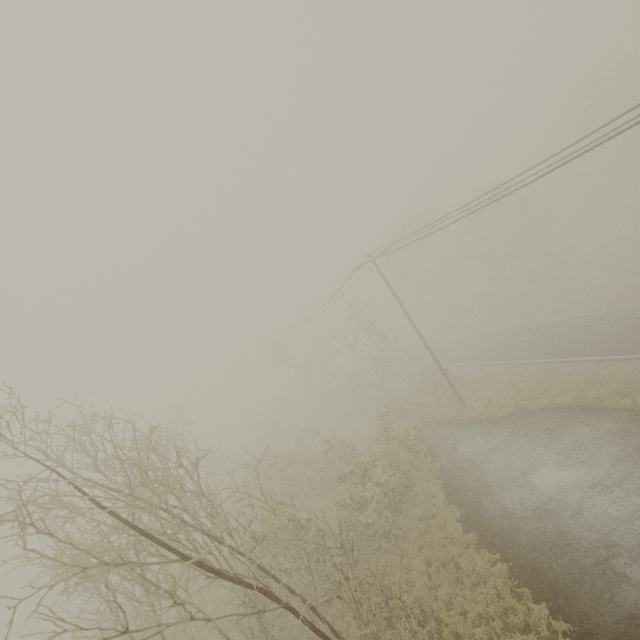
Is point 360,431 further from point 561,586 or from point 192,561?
point 192,561
